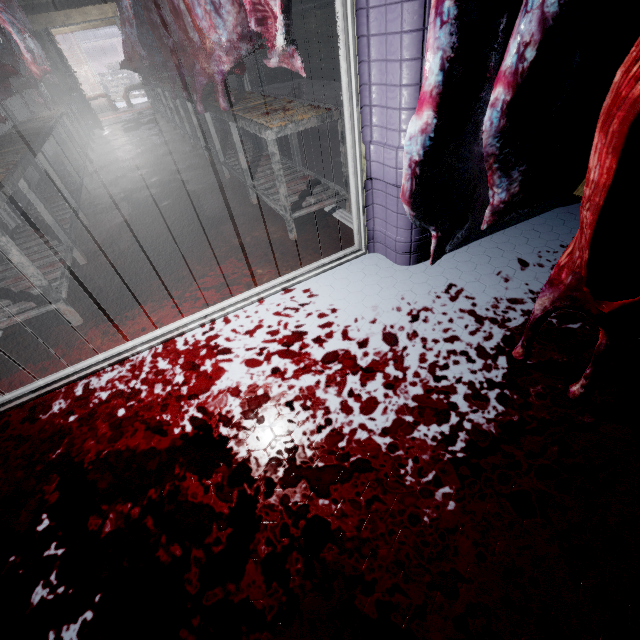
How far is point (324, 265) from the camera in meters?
2.2

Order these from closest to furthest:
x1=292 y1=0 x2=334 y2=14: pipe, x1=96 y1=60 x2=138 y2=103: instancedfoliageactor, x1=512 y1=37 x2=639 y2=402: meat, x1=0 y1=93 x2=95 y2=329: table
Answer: x1=512 y1=37 x2=639 y2=402: meat < x1=0 y1=93 x2=95 y2=329: table < x1=292 y1=0 x2=334 y2=14: pipe < x1=96 y1=60 x2=138 y2=103: instancedfoliageactor

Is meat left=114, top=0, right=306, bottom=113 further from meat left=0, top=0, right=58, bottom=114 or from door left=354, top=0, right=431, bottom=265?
meat left=0, top=0, right=58, bottom=114

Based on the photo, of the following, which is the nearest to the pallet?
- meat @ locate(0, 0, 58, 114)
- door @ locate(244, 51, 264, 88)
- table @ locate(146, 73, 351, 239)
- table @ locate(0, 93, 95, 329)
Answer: table @ locate(146, 73, 351, 239)

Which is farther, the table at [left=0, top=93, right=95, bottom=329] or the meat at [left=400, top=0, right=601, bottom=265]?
the table at [left=0, top=93, right=95, bottom=329]

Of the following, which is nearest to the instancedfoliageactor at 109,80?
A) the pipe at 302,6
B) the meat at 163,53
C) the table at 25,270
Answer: the table at 25,270

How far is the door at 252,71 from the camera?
9.1 meters

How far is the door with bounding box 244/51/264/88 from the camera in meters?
9.1
